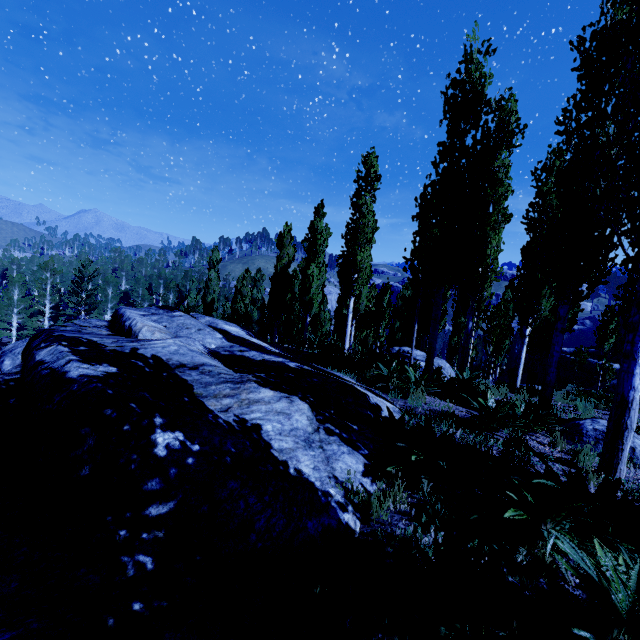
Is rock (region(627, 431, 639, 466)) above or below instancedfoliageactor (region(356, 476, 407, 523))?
below

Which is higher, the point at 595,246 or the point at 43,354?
the point at 595,246

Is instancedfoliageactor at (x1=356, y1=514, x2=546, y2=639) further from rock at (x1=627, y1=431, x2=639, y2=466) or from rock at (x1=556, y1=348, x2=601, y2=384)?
rock at (x1=556, y1=348, x2=601, y2=384)

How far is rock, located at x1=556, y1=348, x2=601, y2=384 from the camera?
25.7m

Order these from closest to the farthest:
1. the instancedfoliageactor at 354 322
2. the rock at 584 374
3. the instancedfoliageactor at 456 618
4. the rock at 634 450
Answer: the instancedfoliageactor at 456 618, the instancedfoliageactor at 354 322, the rock at 634 450, the rock at 584 374

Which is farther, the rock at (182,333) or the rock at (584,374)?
the rock at (584,374)

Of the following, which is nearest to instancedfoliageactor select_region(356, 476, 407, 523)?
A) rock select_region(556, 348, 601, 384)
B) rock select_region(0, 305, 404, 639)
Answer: rock select_region(0, 305, 404, 639)

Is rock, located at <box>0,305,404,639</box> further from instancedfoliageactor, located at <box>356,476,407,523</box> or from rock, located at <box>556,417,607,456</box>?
rock, located at <box>556,417,607,456</box>
